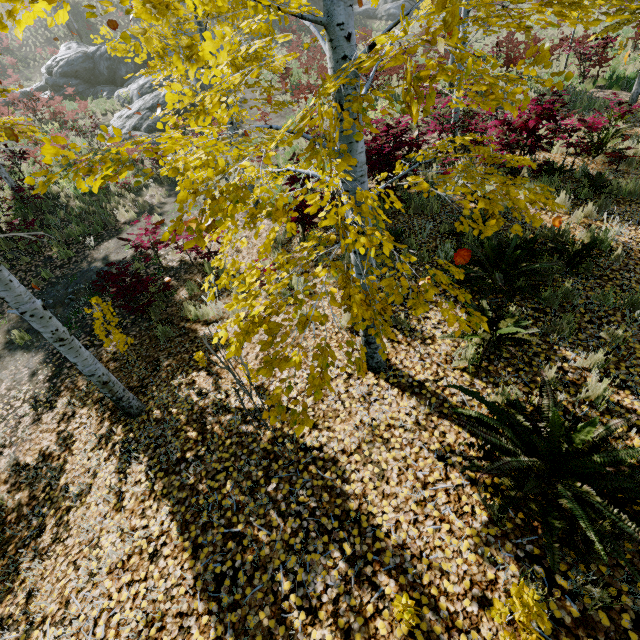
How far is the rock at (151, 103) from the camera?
17.38m

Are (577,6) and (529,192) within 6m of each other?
yes

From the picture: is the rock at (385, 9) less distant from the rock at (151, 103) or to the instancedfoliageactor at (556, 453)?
the instancedfoliageactor at (556, 453)

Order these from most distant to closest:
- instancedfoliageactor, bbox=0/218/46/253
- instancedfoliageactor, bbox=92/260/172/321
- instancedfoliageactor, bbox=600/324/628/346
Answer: instancedfoliageactor, bbox=92/260/172/321 → instancedfoliageactor, bbox=600/324/628/346 → instancedfoliageactor, bbox=0/218/46/253

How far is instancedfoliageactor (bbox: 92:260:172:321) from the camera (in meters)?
6.29

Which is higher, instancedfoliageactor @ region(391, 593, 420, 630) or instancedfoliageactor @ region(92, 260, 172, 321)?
instancedfoliageactor @ region(391, 593, 420, 630)

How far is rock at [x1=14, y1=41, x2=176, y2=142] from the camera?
17.4m
